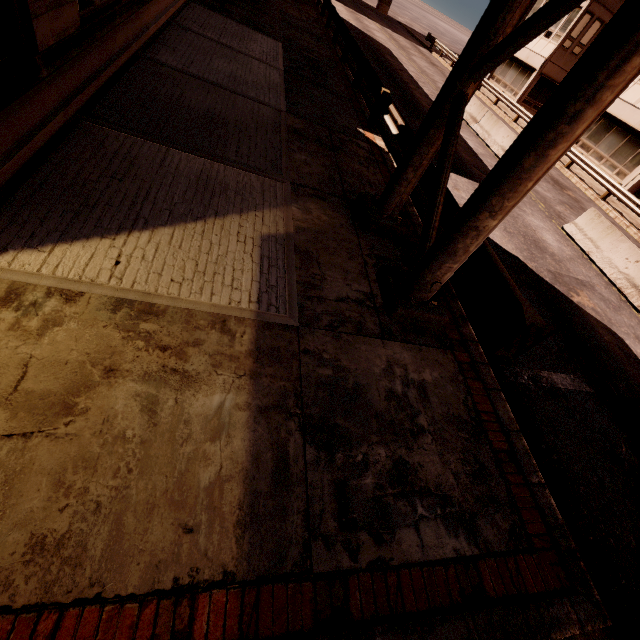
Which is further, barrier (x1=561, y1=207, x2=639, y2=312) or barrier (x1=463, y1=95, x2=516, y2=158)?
barrier (x1=463, y1=95, x2=516, y2=158)

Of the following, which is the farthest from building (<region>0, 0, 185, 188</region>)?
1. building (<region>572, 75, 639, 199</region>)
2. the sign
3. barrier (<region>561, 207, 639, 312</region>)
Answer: building (<region>572, 75, 639, 199</region>)

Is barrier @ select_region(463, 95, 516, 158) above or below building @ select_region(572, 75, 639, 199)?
below

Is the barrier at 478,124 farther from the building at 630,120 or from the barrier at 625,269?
the building at 630,120

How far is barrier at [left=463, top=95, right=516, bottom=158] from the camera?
14.9m

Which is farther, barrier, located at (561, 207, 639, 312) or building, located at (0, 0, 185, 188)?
barrier, located at (561, 207, 639, 312)

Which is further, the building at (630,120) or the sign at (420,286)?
the building at (630,120)

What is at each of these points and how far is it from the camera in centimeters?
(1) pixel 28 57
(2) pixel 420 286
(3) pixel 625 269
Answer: (1) building, 376cm
(2) sign, 470cm
(3) barrier, 979cm
